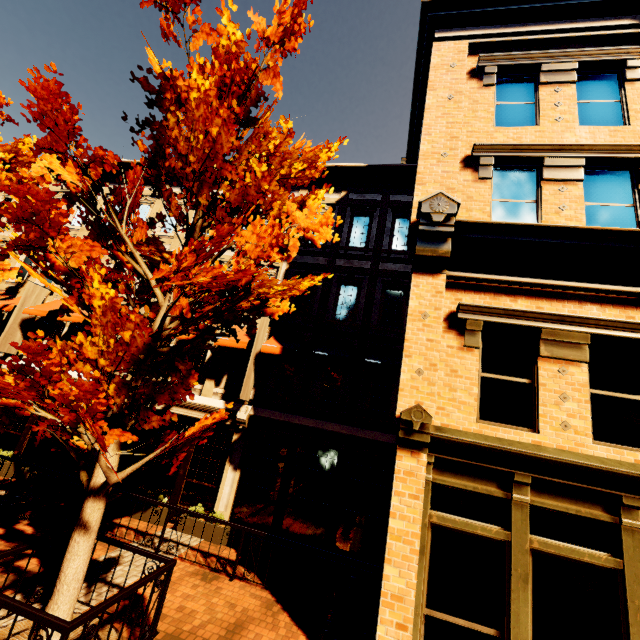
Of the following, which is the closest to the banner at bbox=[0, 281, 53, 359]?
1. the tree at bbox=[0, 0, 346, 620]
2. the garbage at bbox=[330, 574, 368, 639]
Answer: the tree at bbox=[0, 0, 346, 620]

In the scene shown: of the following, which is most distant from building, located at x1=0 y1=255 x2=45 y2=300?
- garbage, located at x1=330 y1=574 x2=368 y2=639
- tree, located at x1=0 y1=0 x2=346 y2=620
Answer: tree, located at x1=0 y1=0 x2=346 y2=620

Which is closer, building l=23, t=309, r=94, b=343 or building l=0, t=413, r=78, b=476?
building l=0, t=413, r=78, b=476

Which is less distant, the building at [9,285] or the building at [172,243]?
the building at [172,243]

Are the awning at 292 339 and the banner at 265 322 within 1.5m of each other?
yes

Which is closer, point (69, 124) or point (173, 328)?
point (69, 124)

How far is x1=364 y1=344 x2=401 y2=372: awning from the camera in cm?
933

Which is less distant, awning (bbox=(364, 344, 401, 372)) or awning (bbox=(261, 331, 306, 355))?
awning (bbox=(364, 344, 401, 372))
